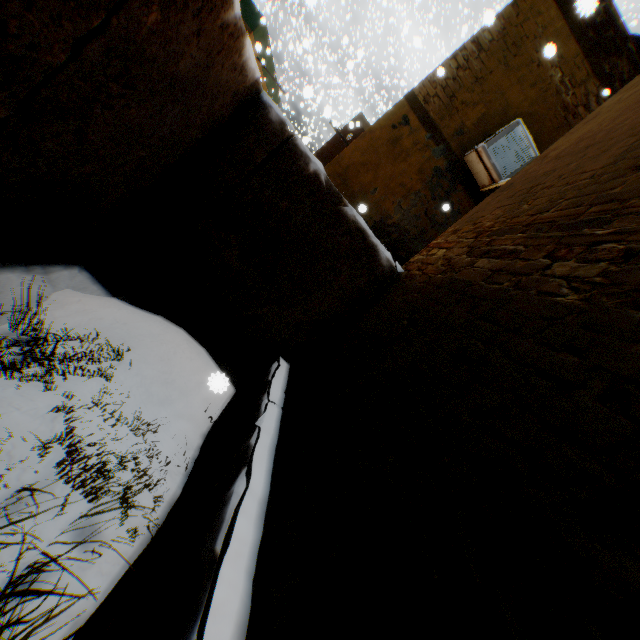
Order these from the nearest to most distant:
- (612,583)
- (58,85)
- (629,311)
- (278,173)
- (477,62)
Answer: (612,583)
(629,311)
(58,85)
(278,173)
(477,62)

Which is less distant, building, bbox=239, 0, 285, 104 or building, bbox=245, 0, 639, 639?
building, bbox=245, 0, 639, 639

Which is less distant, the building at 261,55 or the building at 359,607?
the building at 359,607
